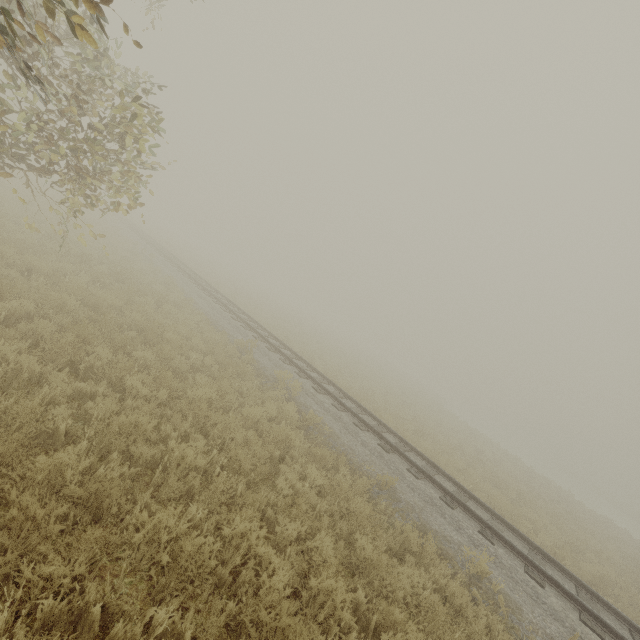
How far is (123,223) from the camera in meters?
29.7 m
